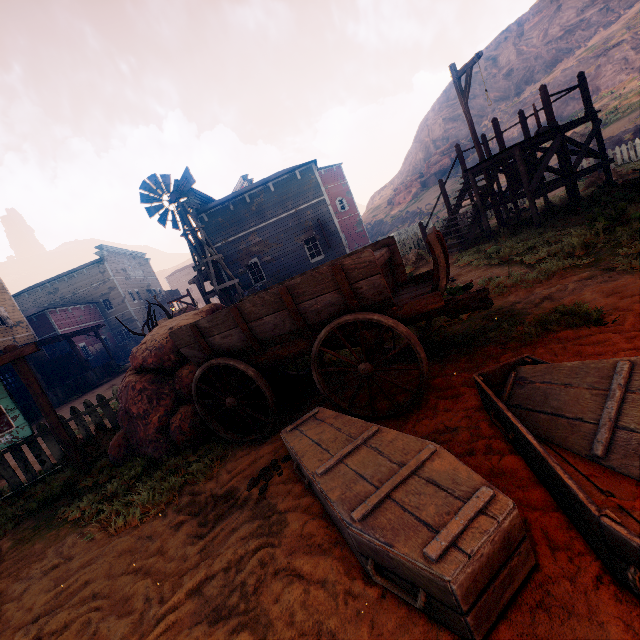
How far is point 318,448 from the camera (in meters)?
2.50

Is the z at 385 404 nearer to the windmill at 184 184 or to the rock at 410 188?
the windmill at 184 184

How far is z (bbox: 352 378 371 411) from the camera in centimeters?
361cm

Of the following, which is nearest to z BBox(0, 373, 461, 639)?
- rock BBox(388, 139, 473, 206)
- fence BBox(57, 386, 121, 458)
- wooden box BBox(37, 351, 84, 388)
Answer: fence BBox(57, 386, 121, 458)

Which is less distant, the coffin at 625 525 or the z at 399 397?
the coffin at 625 525

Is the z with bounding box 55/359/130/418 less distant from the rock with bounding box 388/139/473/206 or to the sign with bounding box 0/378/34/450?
the sign with bounding box 0/378/34/450

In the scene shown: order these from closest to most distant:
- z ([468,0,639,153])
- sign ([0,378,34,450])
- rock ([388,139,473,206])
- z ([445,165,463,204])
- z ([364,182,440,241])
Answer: sign ([0,378,34,450]) < z ([468,0,639,153]) < z ([445,165,463,204]) < z ([364,182,440,241]) < rock ([388,139,473,206])

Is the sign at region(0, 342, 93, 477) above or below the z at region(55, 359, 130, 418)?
above
